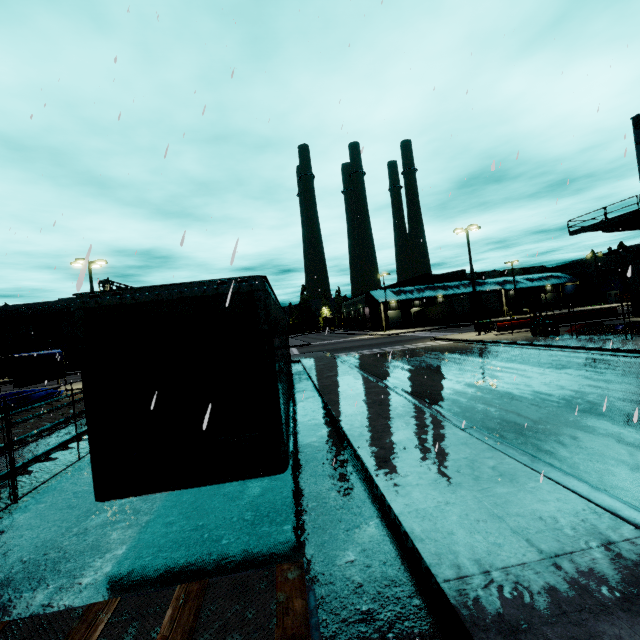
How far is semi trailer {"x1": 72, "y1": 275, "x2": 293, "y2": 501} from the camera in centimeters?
439cm

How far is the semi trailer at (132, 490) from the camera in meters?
4.4

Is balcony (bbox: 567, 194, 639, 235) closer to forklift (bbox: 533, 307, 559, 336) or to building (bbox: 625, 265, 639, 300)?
building (bbox: 625, 265, 639, 300)

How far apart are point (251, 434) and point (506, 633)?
3.31m

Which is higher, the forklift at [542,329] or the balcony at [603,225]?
the balcony at [603,225]

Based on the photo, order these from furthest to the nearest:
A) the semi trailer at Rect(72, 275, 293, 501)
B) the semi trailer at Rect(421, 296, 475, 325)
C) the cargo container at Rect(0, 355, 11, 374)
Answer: the semi trailer at Rect(421, 296, 475, 325) < the cargo container at Rect(0, 355, 11, 374) < the semi trailer at Rect(72, 275, 293, 501)

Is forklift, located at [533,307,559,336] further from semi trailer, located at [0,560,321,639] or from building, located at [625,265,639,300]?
semi trailer, located at [0,560,321,639]

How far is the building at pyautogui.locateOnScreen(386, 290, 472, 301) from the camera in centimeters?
5783cm
